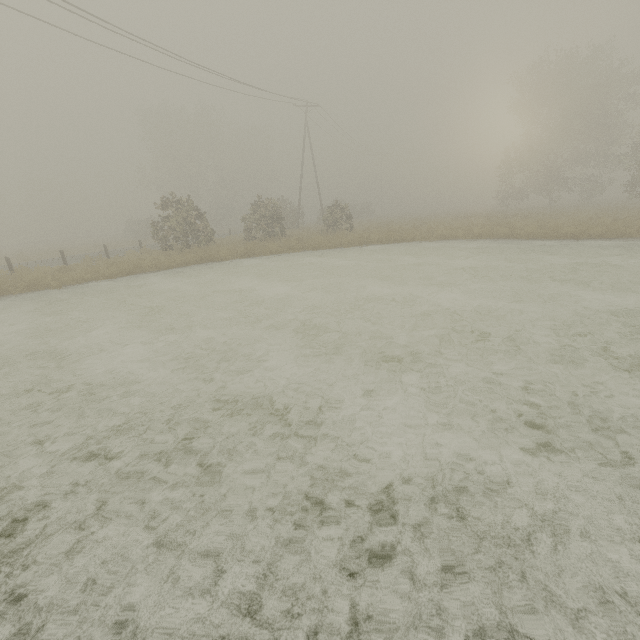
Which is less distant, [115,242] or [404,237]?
[404,237]
